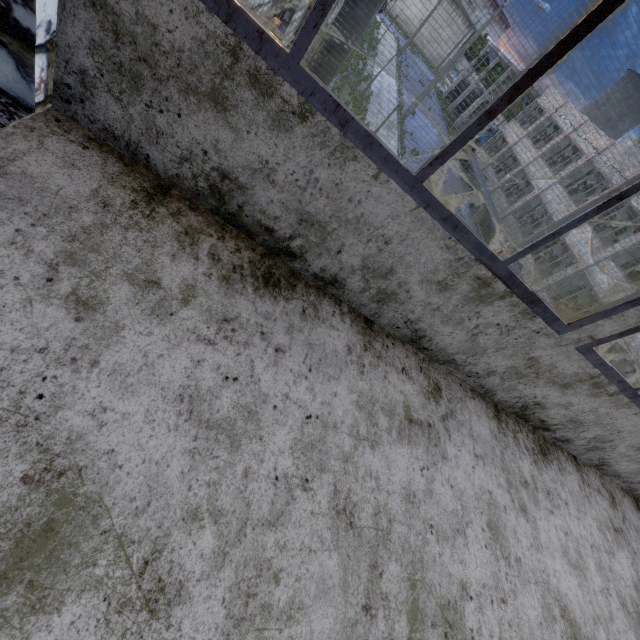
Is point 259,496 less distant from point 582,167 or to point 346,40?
point 346,40

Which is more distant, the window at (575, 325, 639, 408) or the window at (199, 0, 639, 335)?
the window at (575, 325, 639, 408)

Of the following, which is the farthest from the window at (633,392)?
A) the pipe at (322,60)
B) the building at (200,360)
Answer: the pipe at (322,60)

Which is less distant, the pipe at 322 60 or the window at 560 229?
the window at 560 229

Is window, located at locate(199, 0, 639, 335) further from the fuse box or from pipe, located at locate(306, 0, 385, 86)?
the fuse box

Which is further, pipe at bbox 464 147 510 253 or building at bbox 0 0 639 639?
pipe at bbox 464 147 510 253

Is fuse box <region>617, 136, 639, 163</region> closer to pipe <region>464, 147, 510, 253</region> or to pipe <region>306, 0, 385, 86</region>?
pipe <region>464, 147, 510, 253</region>

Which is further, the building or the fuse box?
the fuse box
